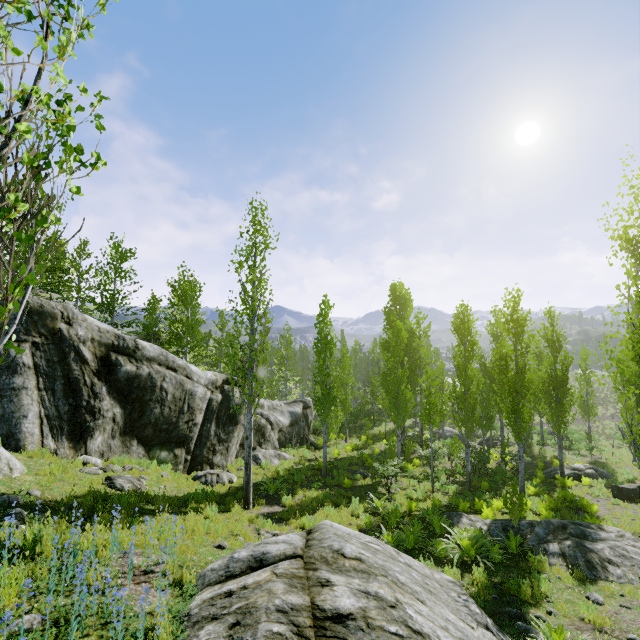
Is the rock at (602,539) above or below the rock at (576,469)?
above

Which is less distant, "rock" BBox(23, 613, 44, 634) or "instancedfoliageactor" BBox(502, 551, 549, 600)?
"rock" BBox(23, 613, 44, 634)

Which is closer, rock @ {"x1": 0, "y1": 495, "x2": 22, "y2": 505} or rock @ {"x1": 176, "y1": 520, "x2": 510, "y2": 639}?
rock @ {"x1": 176, "y1": 520, "x2": 510, "y2": 639}

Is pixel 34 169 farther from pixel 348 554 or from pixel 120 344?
pixel 120 344

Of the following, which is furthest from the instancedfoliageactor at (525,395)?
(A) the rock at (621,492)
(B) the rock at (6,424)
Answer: (A) the rock at (621,492)

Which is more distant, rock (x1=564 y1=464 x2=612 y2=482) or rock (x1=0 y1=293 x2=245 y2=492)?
rock (x1=564 y1=464 x2=612 y2=482)

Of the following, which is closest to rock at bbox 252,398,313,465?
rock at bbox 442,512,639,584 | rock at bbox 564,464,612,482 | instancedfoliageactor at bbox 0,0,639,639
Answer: instancedfoliageactor at bbox 0,0,639,639

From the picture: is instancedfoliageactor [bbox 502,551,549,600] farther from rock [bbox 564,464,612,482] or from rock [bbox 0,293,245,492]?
rock [bbox 564,464,612,482]
